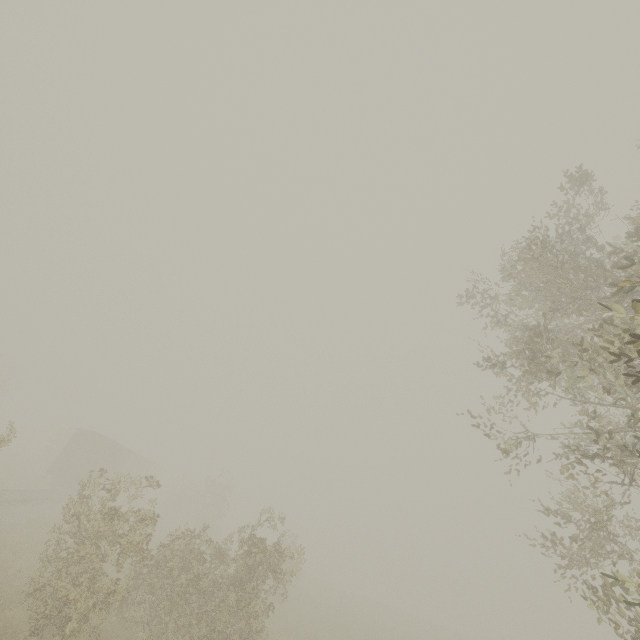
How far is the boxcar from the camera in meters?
25.8 m

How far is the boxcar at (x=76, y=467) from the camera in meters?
25.8 m

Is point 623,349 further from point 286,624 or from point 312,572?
point 312,572
